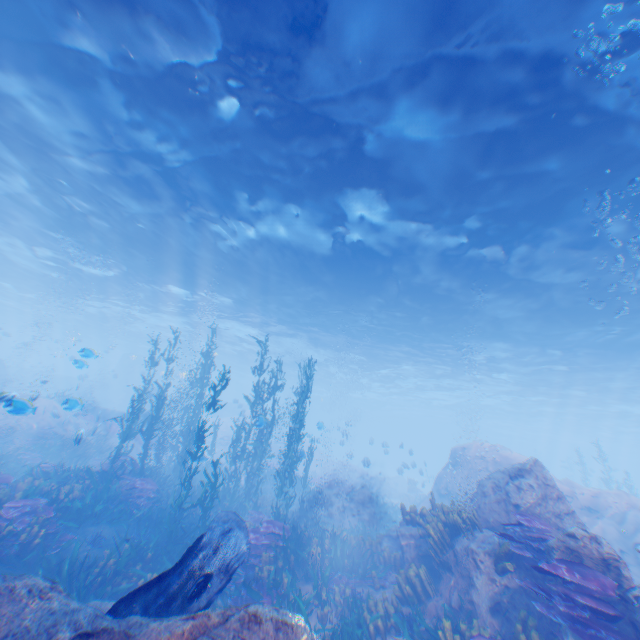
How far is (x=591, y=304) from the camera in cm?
1599

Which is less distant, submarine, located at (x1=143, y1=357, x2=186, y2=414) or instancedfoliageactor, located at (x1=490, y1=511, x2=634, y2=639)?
instancedfoliageactor, located at (x1=490, y1=511, x2=634, y2=639)

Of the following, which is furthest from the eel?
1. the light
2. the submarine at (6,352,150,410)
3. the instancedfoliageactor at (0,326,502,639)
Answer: the light

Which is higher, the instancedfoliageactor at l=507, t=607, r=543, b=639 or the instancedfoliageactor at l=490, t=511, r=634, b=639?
the instancedfoliageactor at l=490, t=511, r=634, b=639

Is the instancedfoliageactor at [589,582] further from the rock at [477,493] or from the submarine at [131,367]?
the submarine at [131,367]

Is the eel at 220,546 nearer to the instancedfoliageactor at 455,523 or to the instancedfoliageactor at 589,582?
the instancedfoliageactor at 455,523

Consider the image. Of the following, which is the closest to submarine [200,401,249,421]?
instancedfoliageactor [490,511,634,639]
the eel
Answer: the eel

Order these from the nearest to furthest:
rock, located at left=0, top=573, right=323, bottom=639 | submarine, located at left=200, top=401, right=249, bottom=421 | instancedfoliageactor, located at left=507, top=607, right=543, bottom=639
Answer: rock, located at left=0, top=573, right=323, bottom=639 → instancedfoliageactor, located at left=507, top=607, right=543, bottom=639 → submarine, located at left=200, top=401, right=249, bottom=421
